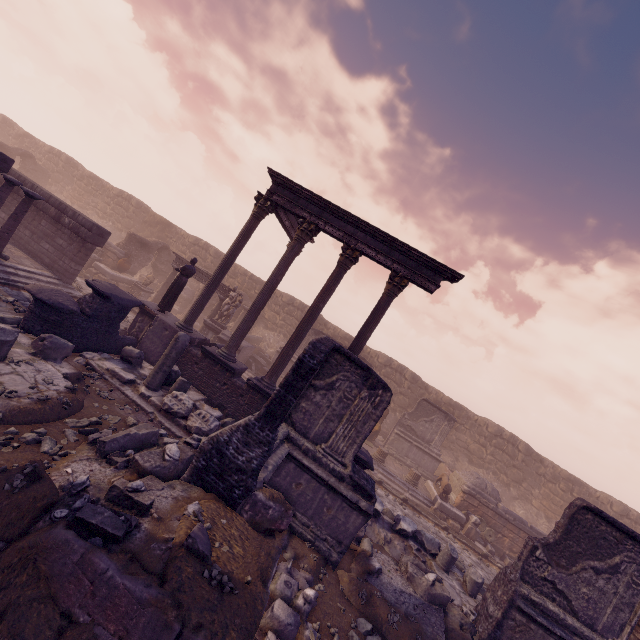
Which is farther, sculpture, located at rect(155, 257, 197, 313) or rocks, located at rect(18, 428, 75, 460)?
sculpture, located at rect(155, 257, 197, 313)

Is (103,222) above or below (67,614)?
above

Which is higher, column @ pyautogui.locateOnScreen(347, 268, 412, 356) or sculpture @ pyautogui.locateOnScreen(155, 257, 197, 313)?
column @ pyautogui.locateOnScreen(347, 268, 412, 356)

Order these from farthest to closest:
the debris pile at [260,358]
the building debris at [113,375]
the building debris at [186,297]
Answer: the building debris at [186,297] → the debris pile at [260,358] → the building debris at [113,375]

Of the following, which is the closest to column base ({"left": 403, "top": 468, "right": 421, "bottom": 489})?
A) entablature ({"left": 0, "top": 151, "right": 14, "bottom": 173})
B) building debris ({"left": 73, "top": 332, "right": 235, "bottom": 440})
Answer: building debris ({"left": 73, "top": 332, "right": 235, "bottom": 440})

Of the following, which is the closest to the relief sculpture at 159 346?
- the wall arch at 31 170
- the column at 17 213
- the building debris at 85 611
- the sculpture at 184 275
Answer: the sculpture at 184 275

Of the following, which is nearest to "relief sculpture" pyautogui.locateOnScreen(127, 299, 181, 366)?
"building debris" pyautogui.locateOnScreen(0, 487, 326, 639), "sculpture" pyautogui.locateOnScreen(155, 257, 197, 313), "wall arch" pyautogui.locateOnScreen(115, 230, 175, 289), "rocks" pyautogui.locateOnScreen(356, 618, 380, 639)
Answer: "sculpture" pyautogui.locateOnScreen(155, 257, 197, 313)

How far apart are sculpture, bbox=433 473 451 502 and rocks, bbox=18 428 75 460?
14.1 meters
